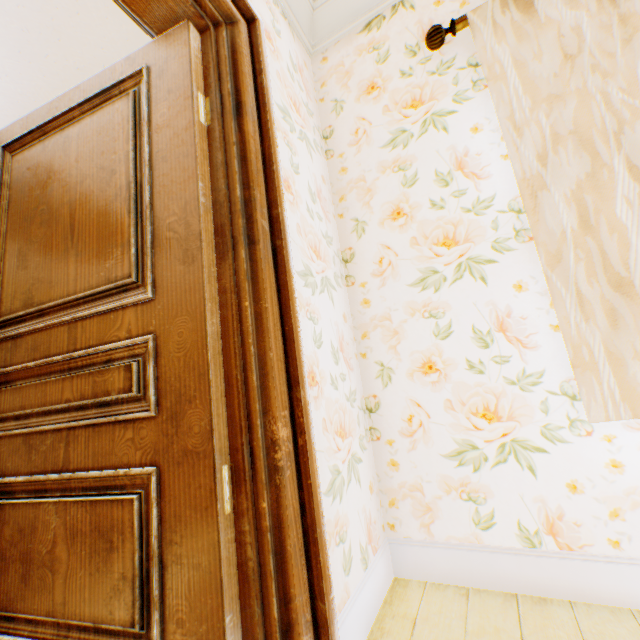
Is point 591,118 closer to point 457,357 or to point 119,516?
Answer: point 457,357
